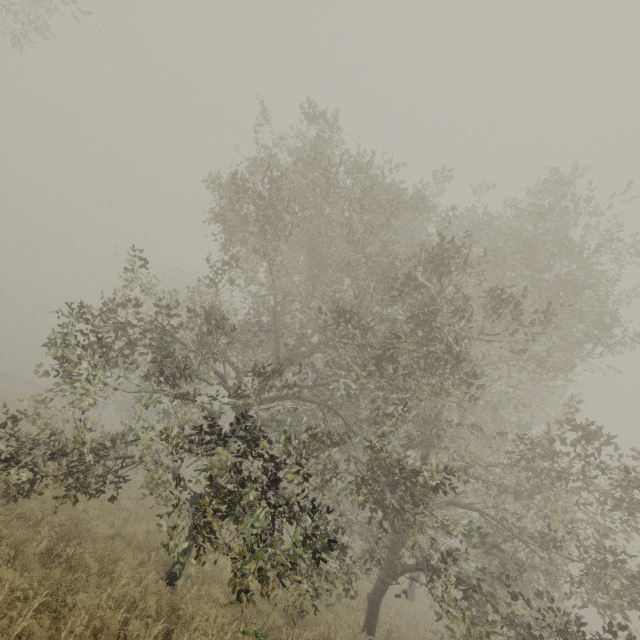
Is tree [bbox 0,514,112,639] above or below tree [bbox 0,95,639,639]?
below

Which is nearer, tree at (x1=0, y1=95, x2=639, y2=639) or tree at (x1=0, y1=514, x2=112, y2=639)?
tree at (x1=0, y1=514, x2=112, y2=639)

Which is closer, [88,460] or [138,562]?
[88,460]

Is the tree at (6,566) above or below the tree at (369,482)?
below

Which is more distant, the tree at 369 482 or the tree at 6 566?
the tree at 369 482
